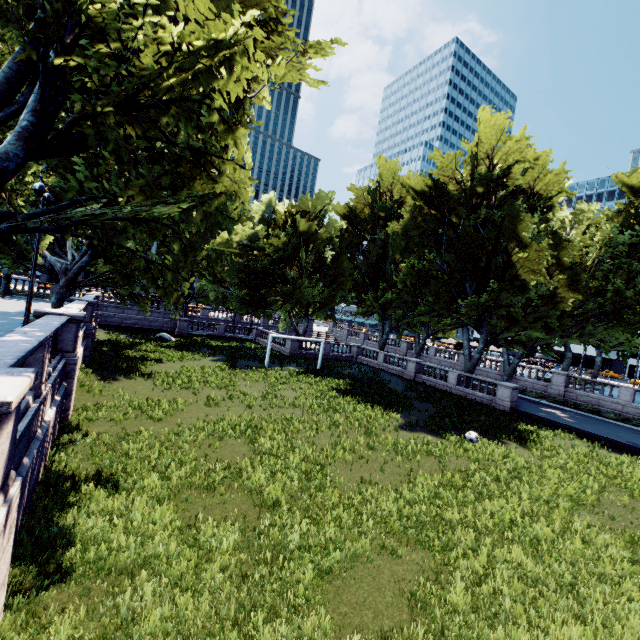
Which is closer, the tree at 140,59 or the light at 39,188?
the tree at 140,59

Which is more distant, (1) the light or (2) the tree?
(1) the light

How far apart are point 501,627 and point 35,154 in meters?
13.3

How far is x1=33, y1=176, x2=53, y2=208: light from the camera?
13.2m

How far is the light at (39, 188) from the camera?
13.20m
